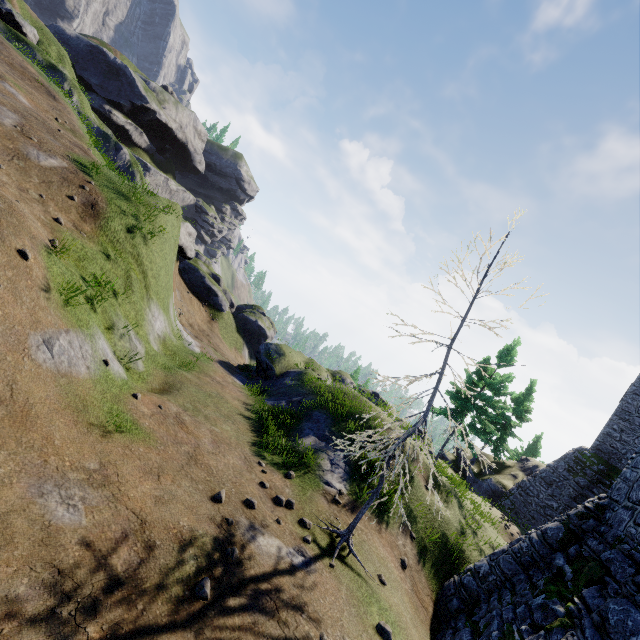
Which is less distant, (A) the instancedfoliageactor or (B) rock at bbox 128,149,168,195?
(A) the instancedfoliageactor

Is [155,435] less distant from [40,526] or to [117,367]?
[117,367]

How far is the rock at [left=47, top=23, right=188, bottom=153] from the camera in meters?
46.3

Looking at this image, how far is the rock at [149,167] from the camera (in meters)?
53.34

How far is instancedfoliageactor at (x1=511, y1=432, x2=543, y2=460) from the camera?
43.5m

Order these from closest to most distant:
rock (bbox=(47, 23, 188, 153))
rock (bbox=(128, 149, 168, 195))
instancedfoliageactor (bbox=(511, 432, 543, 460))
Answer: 1. instancedfoliageactor (bbox=(511, 432, 543, 460))
2. rock (bbox=(47, 23, 188, 153))
3. rock (bbox=(128, 149, 168, 195))
